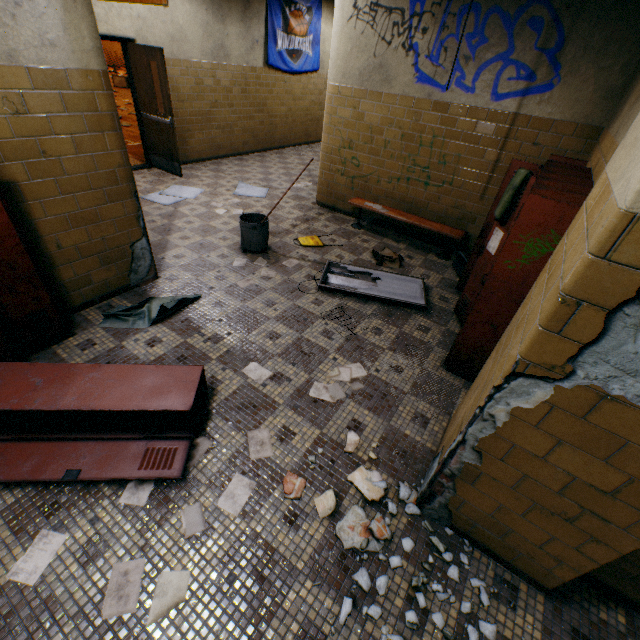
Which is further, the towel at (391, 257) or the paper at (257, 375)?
the towel at (391, 257)

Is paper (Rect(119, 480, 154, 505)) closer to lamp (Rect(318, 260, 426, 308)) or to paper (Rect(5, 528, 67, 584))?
paper (Rect(5, 528, 67, 584))

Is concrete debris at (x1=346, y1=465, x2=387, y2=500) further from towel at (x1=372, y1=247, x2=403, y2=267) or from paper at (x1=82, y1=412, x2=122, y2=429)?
towel at (x1=372, y1=247, x2=403, y2=267)

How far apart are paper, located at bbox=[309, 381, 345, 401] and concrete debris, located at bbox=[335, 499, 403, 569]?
0.6m

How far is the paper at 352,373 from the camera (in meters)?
2.90

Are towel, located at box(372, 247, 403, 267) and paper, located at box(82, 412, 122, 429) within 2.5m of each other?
no

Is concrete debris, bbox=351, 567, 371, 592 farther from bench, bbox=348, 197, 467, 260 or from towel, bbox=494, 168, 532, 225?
bench, bbox=348, 197, 467, 260

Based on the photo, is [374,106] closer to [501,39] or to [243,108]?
[501,39]
